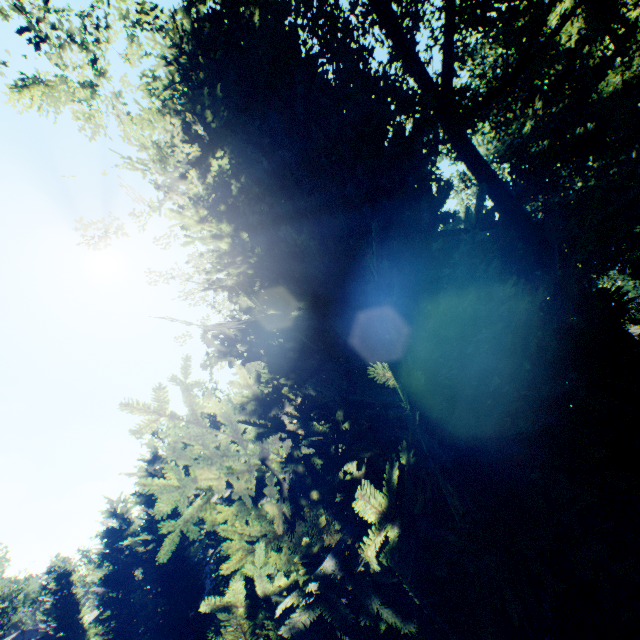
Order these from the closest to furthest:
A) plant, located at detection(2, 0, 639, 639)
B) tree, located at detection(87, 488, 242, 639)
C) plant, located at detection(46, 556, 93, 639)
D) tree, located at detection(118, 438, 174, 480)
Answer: plant, located at detection(2, 0, 639, 639) → tree, located at detection(87, 488, 242, 639) → tree, located at detection(118, 438, 174, 480) → plant, located at detection(46, 556, 93, 639)

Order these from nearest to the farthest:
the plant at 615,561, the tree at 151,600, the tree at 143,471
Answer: the plant at 615,561 → the tree at 151,600 → the tree at 143,471

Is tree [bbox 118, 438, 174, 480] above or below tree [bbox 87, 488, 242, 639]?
above

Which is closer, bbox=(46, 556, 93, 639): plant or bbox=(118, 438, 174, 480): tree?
bbox=(118, 438, 174, 480): tree

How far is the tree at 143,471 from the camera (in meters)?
21.29

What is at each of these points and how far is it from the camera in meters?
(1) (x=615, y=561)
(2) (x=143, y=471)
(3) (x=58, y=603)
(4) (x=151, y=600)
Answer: (1) plant, 4.0
(2) tree, 21.3
(3) plant, 53.7
(4) tree, 17.5

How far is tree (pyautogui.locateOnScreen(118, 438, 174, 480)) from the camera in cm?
2129
